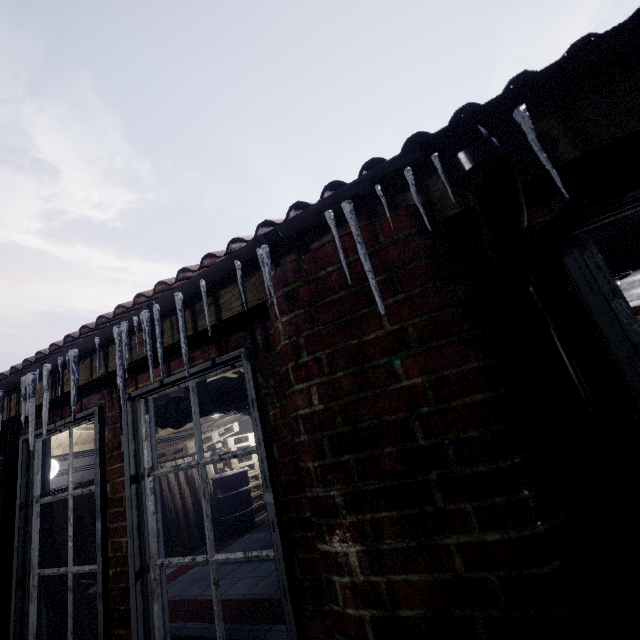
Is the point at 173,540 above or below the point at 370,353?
below

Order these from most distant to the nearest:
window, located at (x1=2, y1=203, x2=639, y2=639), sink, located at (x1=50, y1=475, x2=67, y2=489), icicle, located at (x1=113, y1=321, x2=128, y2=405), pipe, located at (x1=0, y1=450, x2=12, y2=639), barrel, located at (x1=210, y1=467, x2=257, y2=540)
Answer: barrel, located at (x1=210, y1=467, x2=257, y2=540) → sink, located at (x1=50, y1=475, x2=67, y2=489) → pipe, located at (x1=0, y1=450, x2=12, y2=639) → icicle, located at (x1=113, y1=321, x2=128, y2=405) → window, located at (x1=2, y1=203, x2=639, y2=639)

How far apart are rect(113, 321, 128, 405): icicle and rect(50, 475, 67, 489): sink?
4.83m

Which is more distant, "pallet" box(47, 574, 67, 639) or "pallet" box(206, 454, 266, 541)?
"pallet" box(206, 454, 266, 541)

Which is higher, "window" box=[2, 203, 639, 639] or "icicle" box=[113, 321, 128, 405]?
"icicle" box=[113, 321, 128, 405]

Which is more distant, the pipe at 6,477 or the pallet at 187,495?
the pallet at 187,495

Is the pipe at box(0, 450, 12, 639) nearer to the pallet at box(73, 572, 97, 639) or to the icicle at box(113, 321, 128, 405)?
the pallet at box(73, 572, 97, 639)

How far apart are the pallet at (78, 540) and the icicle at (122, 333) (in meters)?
1.50
